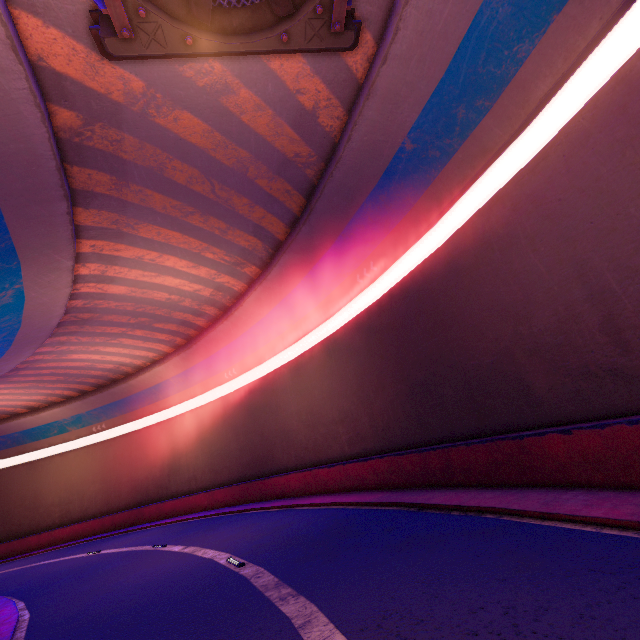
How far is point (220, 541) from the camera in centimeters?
1241cm
